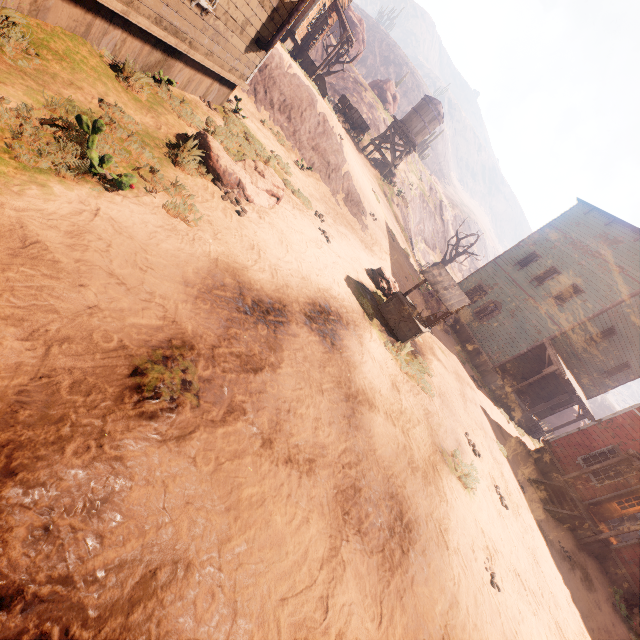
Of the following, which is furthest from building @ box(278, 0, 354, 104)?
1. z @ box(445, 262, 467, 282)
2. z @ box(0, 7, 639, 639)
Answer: z @ box(445, 262, 467, 282)

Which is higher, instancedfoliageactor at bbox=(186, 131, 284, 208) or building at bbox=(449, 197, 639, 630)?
building at bbox=(449, 197, 639, 630)

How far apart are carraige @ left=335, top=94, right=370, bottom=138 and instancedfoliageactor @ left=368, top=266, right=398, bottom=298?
18.1m

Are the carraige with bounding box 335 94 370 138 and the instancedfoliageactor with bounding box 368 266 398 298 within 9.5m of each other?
no

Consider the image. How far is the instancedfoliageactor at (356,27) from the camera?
26.11m

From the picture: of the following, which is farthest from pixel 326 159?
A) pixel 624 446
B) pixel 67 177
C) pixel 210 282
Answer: pixel 624 446

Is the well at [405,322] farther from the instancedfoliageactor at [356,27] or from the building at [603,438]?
the instancedfoliageactor at [356,27]

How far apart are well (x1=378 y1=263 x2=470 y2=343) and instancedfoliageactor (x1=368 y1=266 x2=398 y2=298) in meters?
0.8
